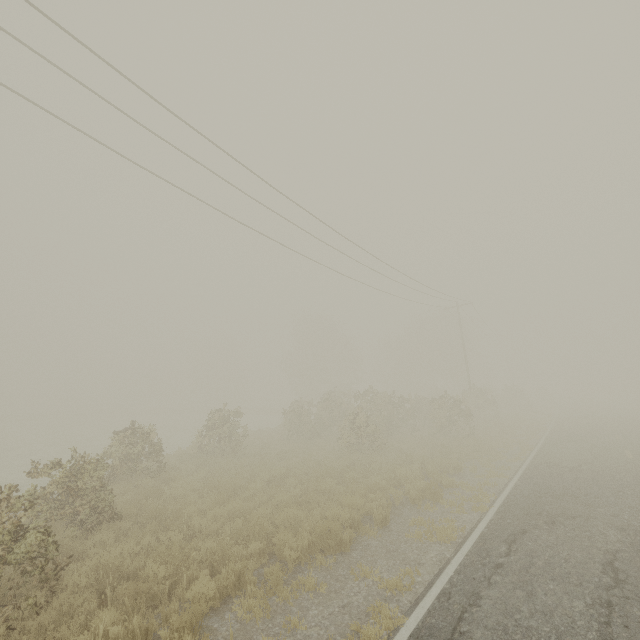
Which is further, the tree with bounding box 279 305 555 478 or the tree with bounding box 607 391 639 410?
the tree with bounding box 607 391 639 410

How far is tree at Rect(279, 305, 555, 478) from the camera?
18.5m

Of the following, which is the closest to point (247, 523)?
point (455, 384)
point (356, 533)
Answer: point (356, 533)

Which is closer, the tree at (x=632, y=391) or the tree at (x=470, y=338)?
the tree at (x=632, y=391)

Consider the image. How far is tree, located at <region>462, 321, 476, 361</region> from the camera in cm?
4838

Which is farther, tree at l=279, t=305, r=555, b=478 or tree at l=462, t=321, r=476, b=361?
tree at l=462, t=321, r=476, b=361
